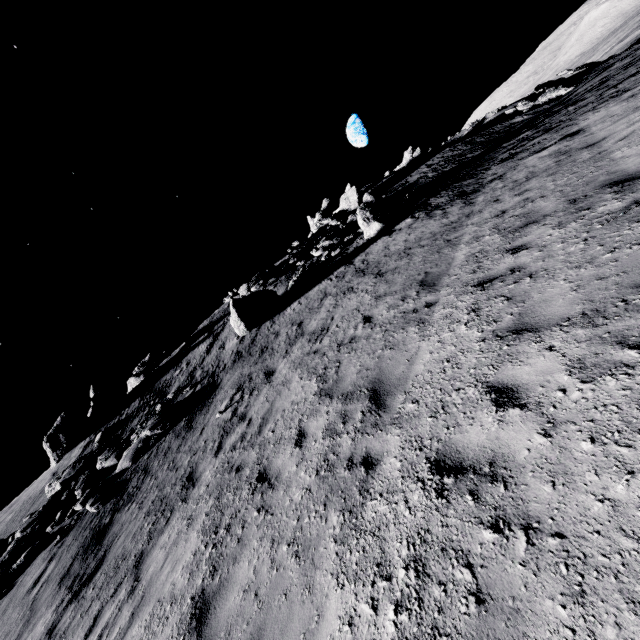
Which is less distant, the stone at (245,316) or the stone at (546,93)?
the stone at (245,316)

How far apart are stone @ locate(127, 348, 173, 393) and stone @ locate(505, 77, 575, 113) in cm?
4252

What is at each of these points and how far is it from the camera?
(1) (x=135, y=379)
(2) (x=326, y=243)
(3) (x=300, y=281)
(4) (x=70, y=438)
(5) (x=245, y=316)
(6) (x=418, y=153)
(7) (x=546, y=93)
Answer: (1) stone, 26.1 meters
(2) stone, 23.1 meters
(3) stone, 19.7 meters
(4) stone, 20.2 meters
(5) stone, 17.4 meters
(6) stone, 39.4 meters
(7) stone, 27.4 meters

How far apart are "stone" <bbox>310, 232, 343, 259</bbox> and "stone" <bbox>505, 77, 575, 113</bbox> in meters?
→ 25.3

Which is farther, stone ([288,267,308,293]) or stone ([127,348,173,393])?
stone ([127,348,173,393])

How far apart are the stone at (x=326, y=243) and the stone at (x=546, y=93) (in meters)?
25.33

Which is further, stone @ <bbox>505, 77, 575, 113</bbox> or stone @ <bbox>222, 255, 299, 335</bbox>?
stone @ <bbox>505, 77, 575, 113</bbox>

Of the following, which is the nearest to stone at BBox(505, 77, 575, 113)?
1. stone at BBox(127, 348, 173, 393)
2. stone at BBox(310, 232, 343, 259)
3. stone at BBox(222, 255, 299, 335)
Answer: stone at BBox(310, 232, 343, 259)
